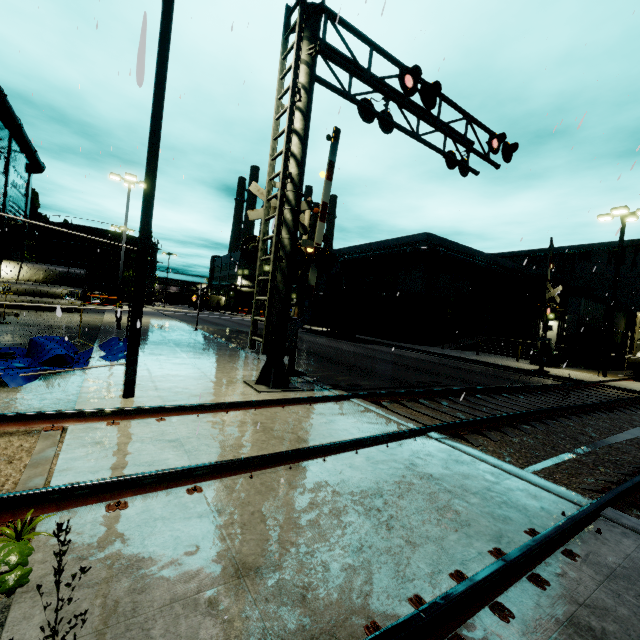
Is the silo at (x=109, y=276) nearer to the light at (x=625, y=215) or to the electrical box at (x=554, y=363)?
the electrical box at (x=554, y=363)

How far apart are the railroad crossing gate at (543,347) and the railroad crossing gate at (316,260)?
13.6m

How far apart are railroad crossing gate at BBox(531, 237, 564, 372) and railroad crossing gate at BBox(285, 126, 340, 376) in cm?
1363

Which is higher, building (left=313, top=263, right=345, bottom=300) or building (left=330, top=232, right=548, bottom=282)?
building (left=330, top=232, right=548, bottom=282)

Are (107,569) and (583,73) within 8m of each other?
no

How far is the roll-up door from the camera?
34.2 meters

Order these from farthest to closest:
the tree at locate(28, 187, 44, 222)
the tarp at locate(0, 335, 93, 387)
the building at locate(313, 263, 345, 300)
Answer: the tree at locate(28, 187, 44, 222), the building at locate(313, 263, 345, 300), the tarp at locate(0, 335, 93, 387)

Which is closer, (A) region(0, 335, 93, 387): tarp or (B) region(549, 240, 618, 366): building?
(A) region(0, 335, 93, 387): tarp
